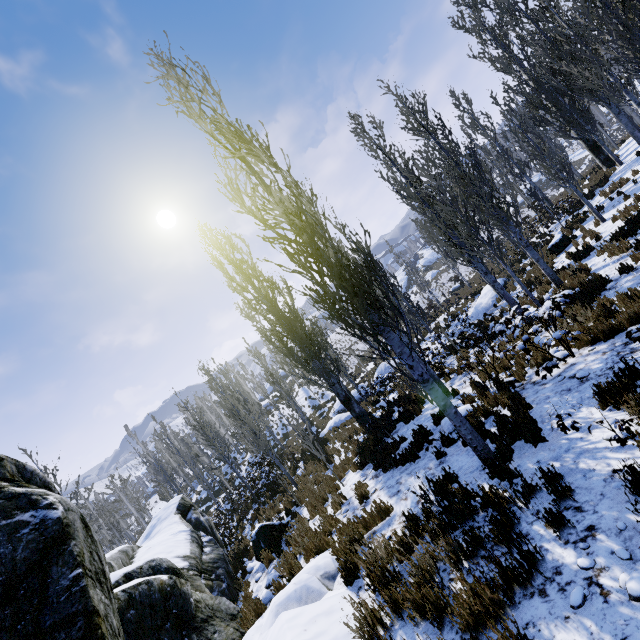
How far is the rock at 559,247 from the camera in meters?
15.9 m

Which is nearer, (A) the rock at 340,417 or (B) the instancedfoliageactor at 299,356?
(B) the instancedfoliageactor at 299,356

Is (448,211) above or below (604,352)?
above

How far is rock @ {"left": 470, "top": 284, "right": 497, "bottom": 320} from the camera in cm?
1881

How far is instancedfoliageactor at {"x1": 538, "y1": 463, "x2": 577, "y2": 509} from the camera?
3.4 meters

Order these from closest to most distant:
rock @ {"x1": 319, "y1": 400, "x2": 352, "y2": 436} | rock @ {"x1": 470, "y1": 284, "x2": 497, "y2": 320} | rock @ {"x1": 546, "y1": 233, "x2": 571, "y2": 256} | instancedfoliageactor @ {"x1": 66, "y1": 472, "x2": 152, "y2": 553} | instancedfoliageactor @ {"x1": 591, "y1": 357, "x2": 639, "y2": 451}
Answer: instancedfoliageactor @ {"x1": 591, "y1": 357, "x2": 639, "y2": 451}, rock @ {"x1": 546, "y1": 233, "x2": 571, "y2": 256}, rock @ {"x1": 470, "y1": 284, "x2": 497, "y2": 320}, rock @ {"x1": 319, "y1": 400, "x2": 352, "y2": 436}, instancedfoliageactor @ {"x1": 66, "y1": 472, "x2": 152, "y2": 553}

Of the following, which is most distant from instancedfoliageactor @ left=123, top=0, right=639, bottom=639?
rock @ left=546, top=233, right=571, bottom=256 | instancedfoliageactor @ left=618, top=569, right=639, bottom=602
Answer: instancedfoliageactor @ left=618, top=569, right=639, bottom=602

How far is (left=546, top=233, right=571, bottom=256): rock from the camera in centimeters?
1585cm
